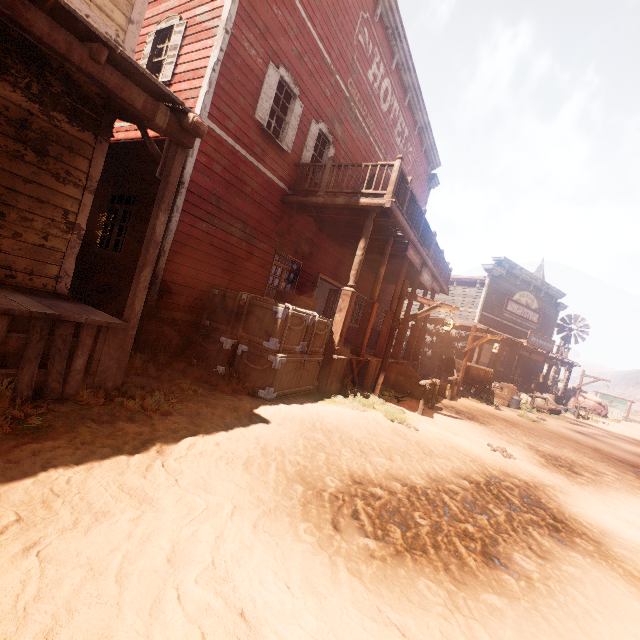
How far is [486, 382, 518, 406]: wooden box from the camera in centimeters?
1602cm

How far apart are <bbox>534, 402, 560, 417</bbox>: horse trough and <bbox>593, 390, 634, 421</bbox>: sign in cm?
2447

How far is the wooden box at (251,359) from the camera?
6.0m

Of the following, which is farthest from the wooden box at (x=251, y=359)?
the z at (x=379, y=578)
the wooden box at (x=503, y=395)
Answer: the wooden box at (x=503, y=395)

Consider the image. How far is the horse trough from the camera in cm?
1719

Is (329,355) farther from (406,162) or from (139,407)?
(406,162)

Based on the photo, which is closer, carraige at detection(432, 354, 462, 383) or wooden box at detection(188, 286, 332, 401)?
wooden box at detection(188, 286, 332, 401)

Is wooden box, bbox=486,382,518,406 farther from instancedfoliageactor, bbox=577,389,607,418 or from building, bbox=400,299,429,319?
instancedfoliageactor, bbox=577,389,607,418
